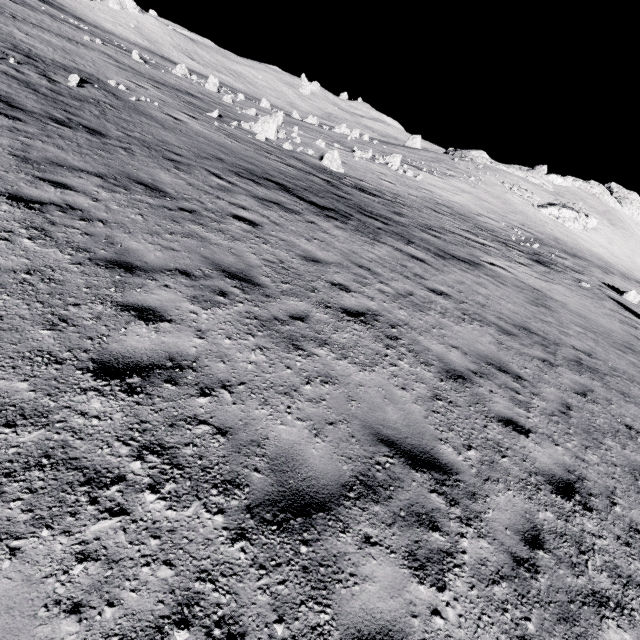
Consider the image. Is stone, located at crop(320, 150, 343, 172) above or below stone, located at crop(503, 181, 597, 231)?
below

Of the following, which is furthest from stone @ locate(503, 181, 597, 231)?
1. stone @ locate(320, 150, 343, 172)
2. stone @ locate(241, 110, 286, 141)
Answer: stone @ locate(241, 110, 286, 141)

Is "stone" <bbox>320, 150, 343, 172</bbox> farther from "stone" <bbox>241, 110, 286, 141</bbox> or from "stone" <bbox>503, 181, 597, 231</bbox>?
"stone" <bbox>503, 181, 597, 231</bbox>

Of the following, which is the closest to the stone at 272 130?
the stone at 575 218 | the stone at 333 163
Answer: the stone at 333 163

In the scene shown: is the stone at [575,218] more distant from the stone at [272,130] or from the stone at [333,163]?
the stone at [272,130]

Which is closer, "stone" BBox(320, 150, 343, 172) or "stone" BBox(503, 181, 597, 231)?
"stone" BBox(320, 150, 343, 172)

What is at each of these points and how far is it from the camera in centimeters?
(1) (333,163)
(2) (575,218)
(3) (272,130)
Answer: (1) stone, 2350cm
(2) stone, 5162cm
(3) stone, 2406cm

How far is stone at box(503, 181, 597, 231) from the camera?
51.06m
